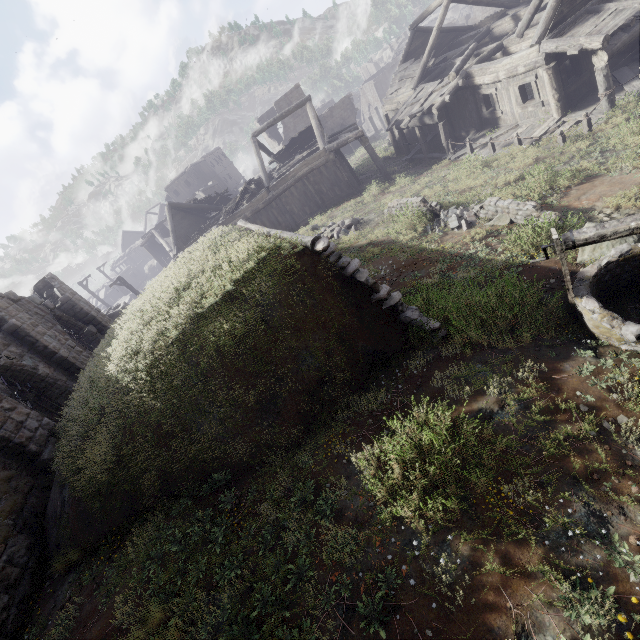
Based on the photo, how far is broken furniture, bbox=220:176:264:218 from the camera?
22.2m

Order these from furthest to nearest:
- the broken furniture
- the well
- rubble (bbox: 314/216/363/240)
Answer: the broken furniture → rubble (bbox: 314/216/363/240) → the well

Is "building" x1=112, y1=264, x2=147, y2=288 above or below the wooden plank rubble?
below

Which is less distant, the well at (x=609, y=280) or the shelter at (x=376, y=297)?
the well at (x=609, y=280)

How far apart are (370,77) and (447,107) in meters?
50.1 m

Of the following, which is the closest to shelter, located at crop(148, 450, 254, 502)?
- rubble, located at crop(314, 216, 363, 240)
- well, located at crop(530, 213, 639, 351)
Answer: rubble, located at crop(314, 216, 363, 240)

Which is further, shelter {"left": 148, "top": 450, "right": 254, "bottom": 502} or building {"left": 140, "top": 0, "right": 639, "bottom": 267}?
building {"left": 140, "top": 0, "right": 639, "bottom": 267}

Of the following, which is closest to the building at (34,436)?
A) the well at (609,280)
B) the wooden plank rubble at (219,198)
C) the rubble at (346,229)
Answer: the wooden plank rubble at (219,198)
